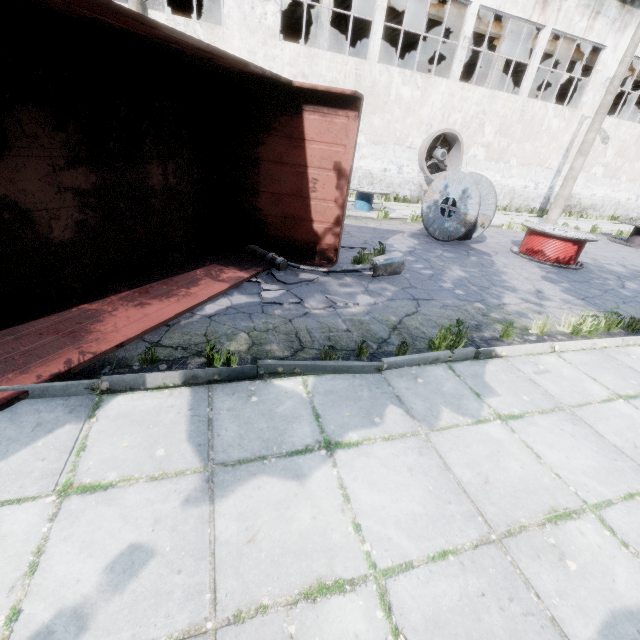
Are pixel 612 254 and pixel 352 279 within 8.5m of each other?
no

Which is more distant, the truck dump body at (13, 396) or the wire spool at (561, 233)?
the wire spool at (561, 233)

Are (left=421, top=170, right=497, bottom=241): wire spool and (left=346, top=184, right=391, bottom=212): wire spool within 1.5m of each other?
no

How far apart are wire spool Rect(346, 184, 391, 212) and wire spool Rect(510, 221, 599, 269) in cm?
479

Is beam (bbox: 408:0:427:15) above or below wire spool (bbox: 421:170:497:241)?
above

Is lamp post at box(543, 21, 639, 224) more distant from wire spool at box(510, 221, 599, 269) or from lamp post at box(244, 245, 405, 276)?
lamp post at box(244, 245, 405, 276)

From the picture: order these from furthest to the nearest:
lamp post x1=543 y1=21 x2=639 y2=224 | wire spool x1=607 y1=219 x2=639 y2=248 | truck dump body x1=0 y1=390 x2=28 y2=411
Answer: wire spool x1=607 y1=219 x2=639 y2=248 → lamp post x1=543 y1=21 x2=639 y2=224 → truck dump body x1=0 y1=390 x2=28 y2=411

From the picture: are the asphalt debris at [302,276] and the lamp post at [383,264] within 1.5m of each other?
yes
